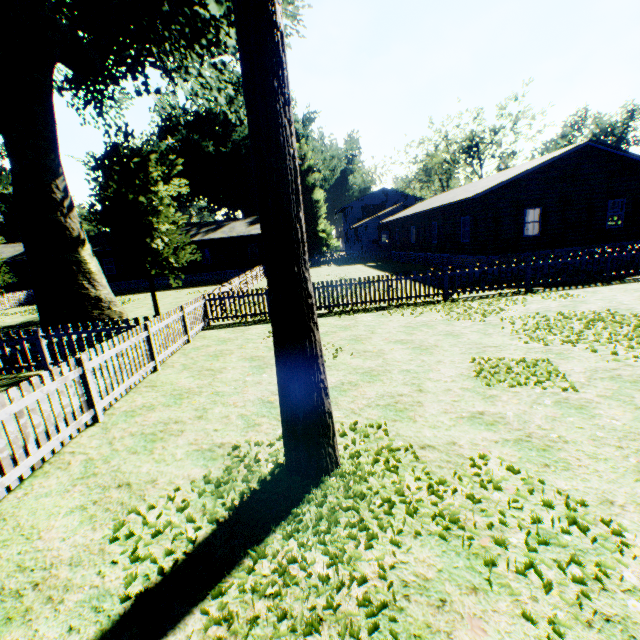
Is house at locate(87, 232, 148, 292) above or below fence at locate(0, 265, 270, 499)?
above

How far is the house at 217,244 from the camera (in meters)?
33.38

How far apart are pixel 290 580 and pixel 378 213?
51.98m

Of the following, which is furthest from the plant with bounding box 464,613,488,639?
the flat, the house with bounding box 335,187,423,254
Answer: the flat

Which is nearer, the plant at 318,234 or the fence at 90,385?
the plant at 318,234

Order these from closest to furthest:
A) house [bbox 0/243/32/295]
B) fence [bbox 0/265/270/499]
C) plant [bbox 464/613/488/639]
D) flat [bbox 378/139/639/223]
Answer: plant [bbox 464/613/488/639], fence [bbox 0/265/270/499], flat [bbox 378/139/639/223], house [bbox 0/243/32/295]

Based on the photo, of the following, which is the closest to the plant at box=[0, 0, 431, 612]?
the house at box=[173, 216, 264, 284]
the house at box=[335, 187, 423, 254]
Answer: the house at box=[173, 216, 264, 284]

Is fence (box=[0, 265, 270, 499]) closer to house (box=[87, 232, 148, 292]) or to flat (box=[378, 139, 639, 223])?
house (box=[87, 232, 148, 292])
